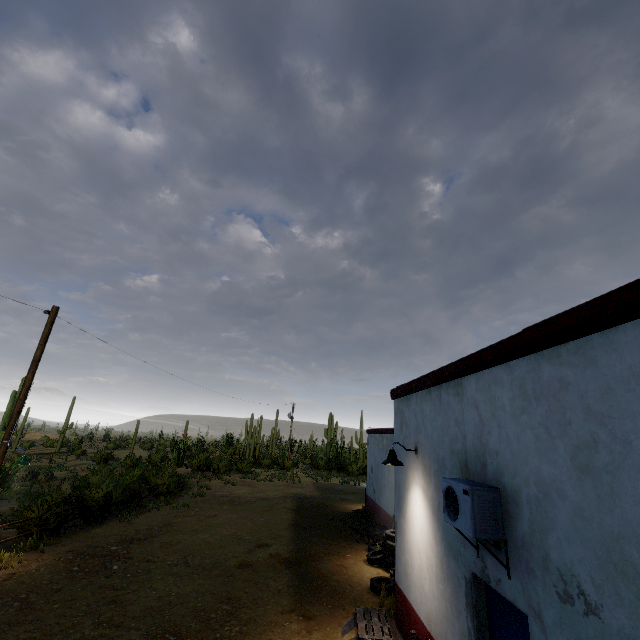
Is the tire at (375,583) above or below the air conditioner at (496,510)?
below

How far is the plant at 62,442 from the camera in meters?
56.2

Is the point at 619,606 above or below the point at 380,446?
below

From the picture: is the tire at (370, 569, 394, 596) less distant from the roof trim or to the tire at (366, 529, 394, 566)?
the tire at (366, 529, 394, 566)

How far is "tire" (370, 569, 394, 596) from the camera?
8.2m

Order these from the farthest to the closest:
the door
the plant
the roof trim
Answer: the plant → the door → the roof trim

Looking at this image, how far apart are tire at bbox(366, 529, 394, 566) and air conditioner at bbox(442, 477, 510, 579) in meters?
6.8 m

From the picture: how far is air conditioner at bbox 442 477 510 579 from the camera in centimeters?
367cm
